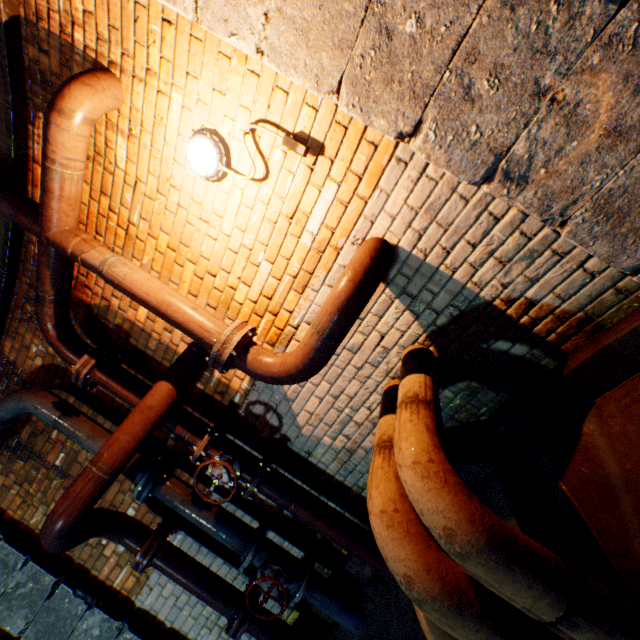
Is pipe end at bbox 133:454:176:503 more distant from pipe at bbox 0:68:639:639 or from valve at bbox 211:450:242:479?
valve at bbox 211:450:242:479

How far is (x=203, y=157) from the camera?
1.92m

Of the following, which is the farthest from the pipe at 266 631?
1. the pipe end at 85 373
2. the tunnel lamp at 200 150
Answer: the tunnel lamp at 200 150

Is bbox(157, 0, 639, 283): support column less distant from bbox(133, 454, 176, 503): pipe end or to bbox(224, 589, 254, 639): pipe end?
bbox(133, 454, 176, 503): pipe end

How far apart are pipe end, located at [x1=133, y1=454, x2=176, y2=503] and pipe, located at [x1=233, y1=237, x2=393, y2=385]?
1.3m

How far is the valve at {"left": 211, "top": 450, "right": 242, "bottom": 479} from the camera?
2.5 meters

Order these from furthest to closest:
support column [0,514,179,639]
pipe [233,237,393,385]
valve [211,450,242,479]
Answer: support column [0,514,179,639], valve [211,450,242,479], pipe [233,237,393,385]
